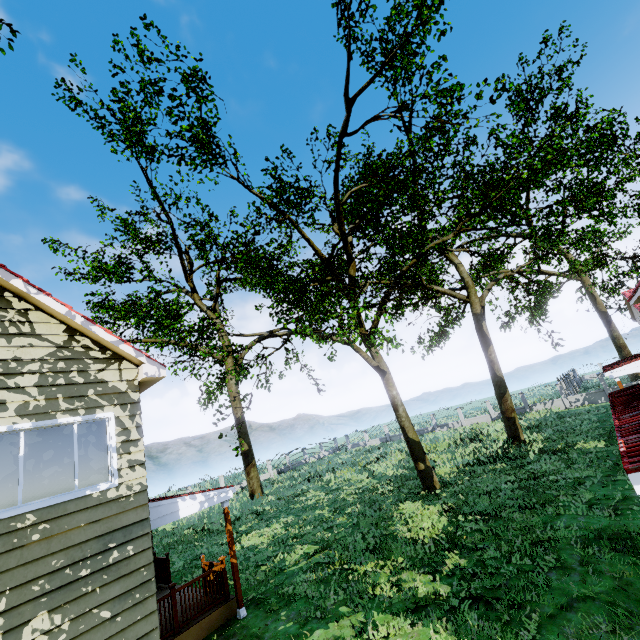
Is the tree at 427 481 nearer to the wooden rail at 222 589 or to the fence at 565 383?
the fence at 565 383

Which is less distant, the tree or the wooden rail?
the wooden rail

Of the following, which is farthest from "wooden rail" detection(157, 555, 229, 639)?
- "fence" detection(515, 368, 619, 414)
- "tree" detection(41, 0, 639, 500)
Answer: "fence" detection(515, 368, 619, 414)

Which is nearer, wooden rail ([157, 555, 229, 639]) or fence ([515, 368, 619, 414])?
wooden rail ([157, 555, 229, 639])

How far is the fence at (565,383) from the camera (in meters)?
27.86

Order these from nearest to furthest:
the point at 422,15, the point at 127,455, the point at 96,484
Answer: the point at 96,484 < the point at 127,455 < the point at 422,15

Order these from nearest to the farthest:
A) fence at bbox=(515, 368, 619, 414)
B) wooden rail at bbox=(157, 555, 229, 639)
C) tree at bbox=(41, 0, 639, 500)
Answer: wooden rail at bbox=(157, 555, 229, 639), tree at bbox=(41, 0, 639, 500), fence at bbox=(515, 368, 619, 414)

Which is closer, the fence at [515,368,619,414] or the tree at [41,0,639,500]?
the tree at [41,0,639,500]
